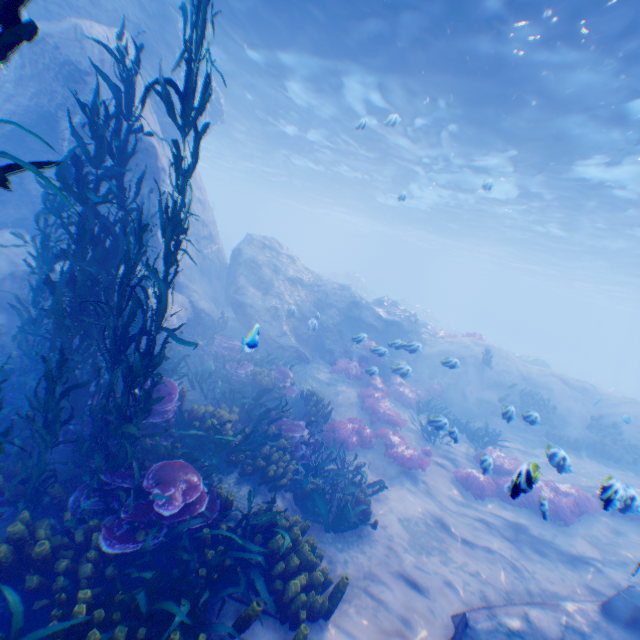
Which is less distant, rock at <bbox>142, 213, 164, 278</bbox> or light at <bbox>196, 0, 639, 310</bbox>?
light at <bbox>196, 0, 639, 310</bbox>

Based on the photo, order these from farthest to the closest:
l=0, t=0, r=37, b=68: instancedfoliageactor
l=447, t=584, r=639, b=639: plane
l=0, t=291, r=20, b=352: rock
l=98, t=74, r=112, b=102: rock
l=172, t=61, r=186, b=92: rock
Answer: l=172, t=61, r=186, b=92: rock, l=98, t=74, r=112, b=102: rock, l=0, t=291, r=20, b=352: rock, l=447, t=584, r=639, b=639: plane, l=0, t=0, r=37, b=68: instancedfoliageactor

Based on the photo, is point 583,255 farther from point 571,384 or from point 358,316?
point 358,316

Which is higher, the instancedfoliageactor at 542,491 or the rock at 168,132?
the rock at 168,132

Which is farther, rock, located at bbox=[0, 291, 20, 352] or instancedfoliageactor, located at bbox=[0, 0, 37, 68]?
rock, located at bbox=[0, 291, 20, 352]

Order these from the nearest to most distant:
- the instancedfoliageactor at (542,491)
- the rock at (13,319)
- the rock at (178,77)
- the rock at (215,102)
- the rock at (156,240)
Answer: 1. the instancedfoliageactor at (542,491)
2. the rock at (13,319)
3. the rock at (156,240)
4. the rock at (178,77)
5. the rock at (215,102)

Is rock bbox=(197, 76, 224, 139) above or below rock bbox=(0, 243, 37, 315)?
above

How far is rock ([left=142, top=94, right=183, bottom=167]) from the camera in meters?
12.0
